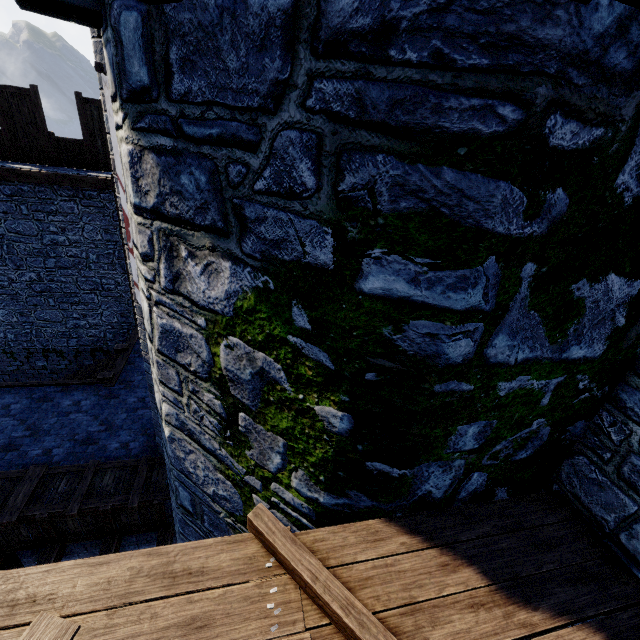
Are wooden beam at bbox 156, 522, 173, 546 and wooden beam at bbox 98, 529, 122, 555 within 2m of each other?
yes

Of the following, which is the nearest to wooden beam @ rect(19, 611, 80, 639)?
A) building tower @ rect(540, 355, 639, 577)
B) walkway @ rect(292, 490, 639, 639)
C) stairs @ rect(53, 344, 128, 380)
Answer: walkway @ rect(292, 490, 639, 639)

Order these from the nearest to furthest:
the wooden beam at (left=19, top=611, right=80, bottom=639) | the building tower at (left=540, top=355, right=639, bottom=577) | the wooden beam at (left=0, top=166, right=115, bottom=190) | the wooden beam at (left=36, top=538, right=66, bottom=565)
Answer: the wooden beam at (left=19, top=611, right=80, bottom=639), the building tower at (left=540, top=355, right=639, bottom=577), the wooden beam at (left=36, top=538, right=66, bottom=565), the wooden beam at (left=0, top=166, right=115, bottom=190)

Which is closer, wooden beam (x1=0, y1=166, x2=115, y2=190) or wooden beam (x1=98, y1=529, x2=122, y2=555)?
wooden beam (x1=98, y1=529, x2=122, y2=555)

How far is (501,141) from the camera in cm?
143

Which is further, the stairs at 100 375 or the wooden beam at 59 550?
the stairs at 100 375

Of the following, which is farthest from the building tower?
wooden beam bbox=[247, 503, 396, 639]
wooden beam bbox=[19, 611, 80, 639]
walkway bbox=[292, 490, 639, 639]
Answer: wooden beam bbox=[19, 611, 80, 639]

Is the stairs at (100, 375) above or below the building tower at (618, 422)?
below
